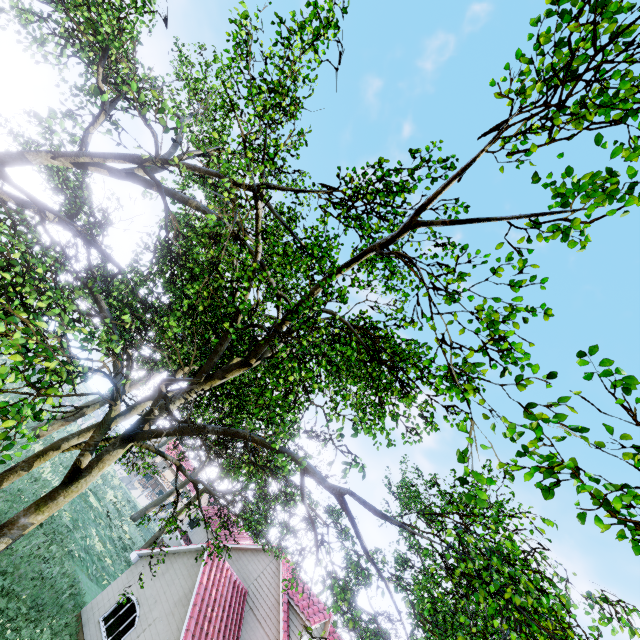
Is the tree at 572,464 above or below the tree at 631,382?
below

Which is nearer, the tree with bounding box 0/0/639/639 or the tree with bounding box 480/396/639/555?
the tree with bounding box 480/396/639/555

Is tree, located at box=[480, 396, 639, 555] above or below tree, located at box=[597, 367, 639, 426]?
below

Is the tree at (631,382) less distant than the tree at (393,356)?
Yes

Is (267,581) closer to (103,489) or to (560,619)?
(560,619)
